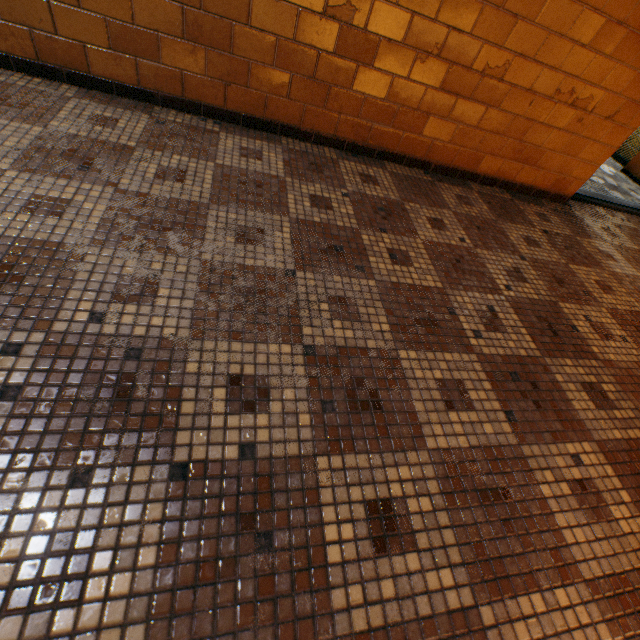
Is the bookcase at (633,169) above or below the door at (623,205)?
above

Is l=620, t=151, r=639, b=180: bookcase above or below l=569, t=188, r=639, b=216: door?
above

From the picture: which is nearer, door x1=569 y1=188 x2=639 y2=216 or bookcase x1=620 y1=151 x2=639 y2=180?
door x1=569 y1=188 x2=639 y2=216

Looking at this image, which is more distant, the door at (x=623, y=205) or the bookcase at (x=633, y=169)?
the bookcase at (x=633, y=169)

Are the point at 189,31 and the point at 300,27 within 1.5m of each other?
yes
